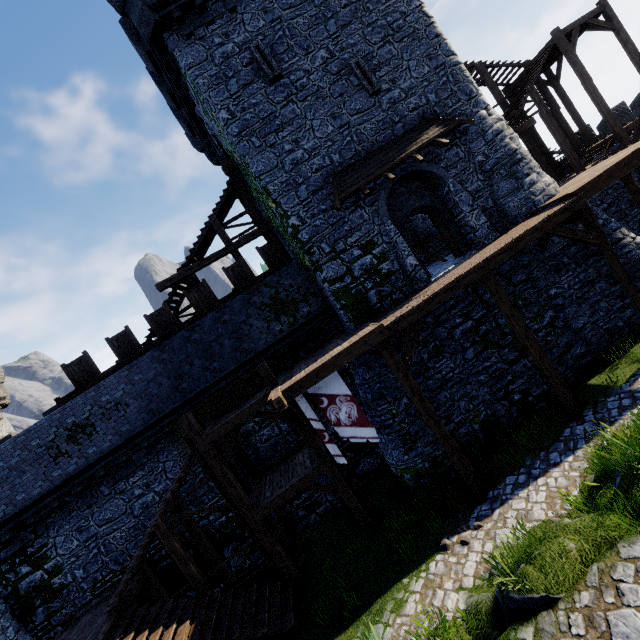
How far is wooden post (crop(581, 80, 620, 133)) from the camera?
15.97m

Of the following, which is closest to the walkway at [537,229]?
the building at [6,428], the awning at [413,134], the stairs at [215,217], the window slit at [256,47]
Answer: the stairs at [215,217]

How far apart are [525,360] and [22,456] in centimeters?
1986cm

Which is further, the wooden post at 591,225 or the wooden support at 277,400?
the wooden post at 591,225

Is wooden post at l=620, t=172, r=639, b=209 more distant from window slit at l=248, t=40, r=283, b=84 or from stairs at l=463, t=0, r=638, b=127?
window slit at l=248, t=40, r=283, b=84

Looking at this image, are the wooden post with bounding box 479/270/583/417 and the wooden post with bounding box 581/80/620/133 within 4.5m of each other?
no

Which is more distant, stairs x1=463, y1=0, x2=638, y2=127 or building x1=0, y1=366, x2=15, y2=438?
building x1=0, y1=366, x2=15, y2=438

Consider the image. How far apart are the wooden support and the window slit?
11.5 meters
